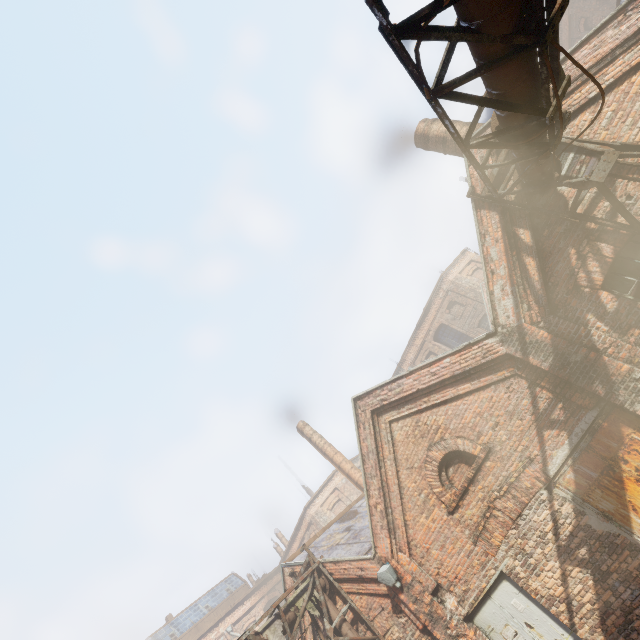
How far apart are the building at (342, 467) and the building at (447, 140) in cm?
1502

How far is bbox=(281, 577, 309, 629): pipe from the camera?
8.68m

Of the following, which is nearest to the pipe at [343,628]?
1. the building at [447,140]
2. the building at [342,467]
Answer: the building at [447,140]

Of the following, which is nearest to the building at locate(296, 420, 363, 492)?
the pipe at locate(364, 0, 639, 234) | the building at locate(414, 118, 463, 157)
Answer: the pipe at locate(364, 0, 639, 234)

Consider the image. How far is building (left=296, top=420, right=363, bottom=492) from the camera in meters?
17.1 m

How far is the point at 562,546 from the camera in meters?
6.4 m

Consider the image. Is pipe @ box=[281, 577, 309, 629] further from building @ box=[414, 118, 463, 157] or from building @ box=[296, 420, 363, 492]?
building @ box=[296, 420, 363, 492]
